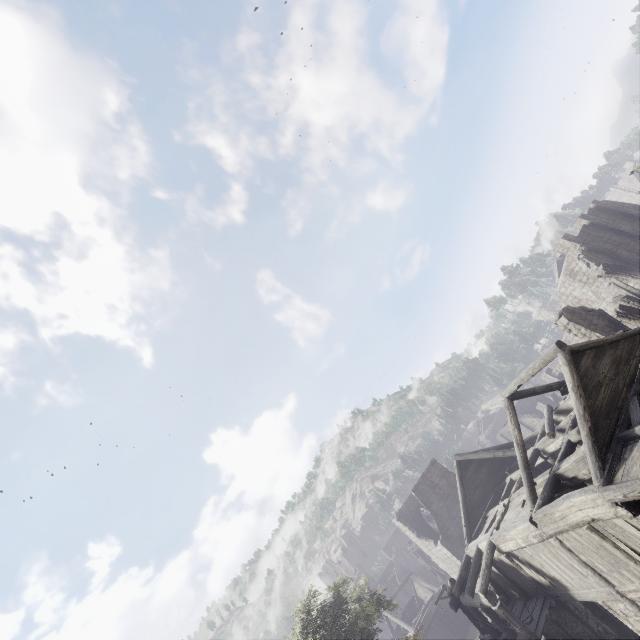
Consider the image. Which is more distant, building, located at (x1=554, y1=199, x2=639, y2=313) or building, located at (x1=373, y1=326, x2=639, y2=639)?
building, located at (x1=554, y1=199, x2=639, y2=313)

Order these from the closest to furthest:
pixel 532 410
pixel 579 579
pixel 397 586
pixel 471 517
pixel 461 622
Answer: pixel 579 579, pixel 471 517, pixel 461 622, pixel 532 410, pixel 397 586

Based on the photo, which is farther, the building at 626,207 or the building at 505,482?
the building at 626,207
